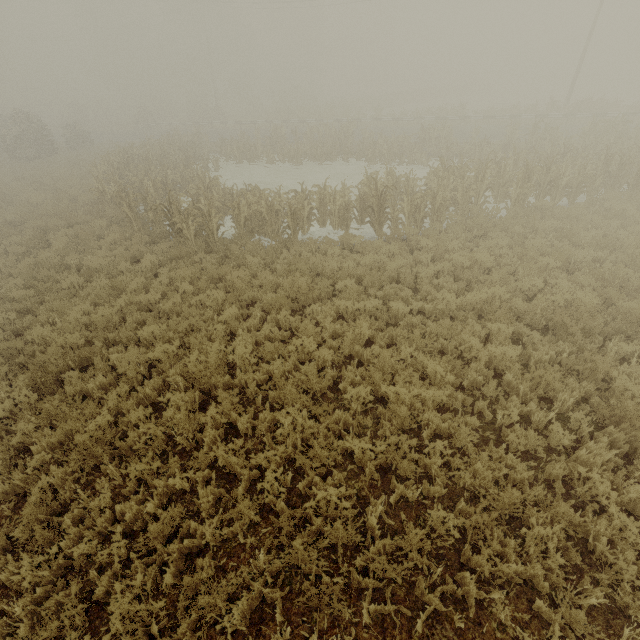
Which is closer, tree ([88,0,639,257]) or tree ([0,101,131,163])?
tree ([88,0,639,257])

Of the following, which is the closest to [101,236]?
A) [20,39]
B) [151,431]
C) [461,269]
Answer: [151,431]

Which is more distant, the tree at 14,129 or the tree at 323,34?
the tree at 14,129
